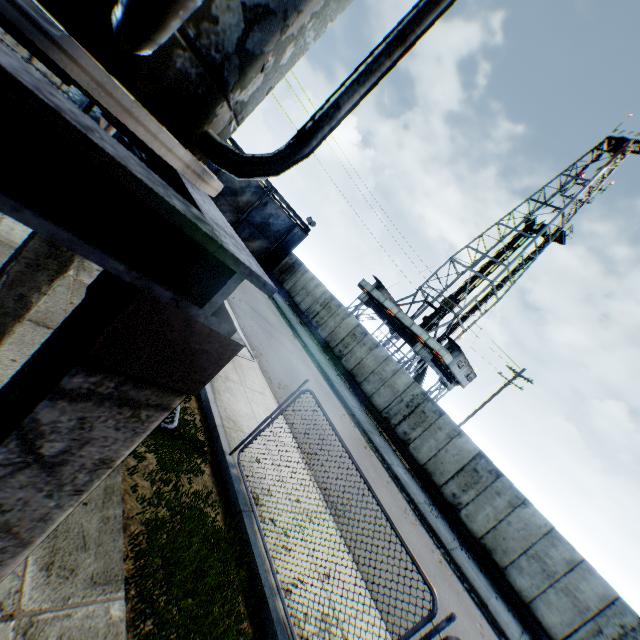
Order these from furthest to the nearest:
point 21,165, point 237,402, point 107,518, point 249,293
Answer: point 249,293, point 237,402, point 107,518, point 21,165

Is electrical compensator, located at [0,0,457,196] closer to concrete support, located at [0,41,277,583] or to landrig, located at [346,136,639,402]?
concrete support, located at [0,41,277,583]

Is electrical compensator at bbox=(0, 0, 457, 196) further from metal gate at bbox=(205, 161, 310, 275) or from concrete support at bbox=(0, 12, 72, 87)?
metal gate at bbox=(205, 161, 310, 275)

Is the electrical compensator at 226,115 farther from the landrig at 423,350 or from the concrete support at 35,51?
the landrig at 423,350

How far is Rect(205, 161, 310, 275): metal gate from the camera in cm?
2467

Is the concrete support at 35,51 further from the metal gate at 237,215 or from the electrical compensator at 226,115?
the metal gate at 237,215

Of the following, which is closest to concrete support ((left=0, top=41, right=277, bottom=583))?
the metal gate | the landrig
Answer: the metal gate
